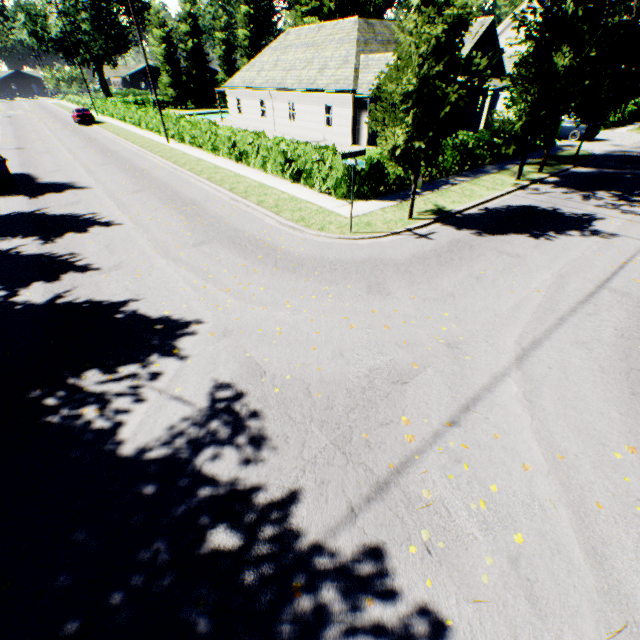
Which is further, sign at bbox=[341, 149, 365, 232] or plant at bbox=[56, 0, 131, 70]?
A: plant at bbox=[56, 0, 131, 70]

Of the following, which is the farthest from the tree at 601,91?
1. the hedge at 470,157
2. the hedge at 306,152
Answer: the hedge at 306,152

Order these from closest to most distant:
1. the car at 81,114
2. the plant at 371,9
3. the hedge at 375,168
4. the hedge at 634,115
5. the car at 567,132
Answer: the hedge at 375,168 → the car at 567,132 → the hedge at 634,115 → the car at 81,114 → the plant at 371,9

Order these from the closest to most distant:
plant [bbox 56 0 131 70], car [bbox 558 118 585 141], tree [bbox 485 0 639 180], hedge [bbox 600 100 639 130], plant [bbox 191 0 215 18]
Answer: tree [bbox 485 0 639 180] → car [bbox 558 118 585 141] → hedge [bbox 600 100 639 130] → plant [bbox 56 0 131 70] → plant [bbox 191 0 215 18]

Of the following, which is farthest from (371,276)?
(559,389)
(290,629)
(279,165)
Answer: (279,165)

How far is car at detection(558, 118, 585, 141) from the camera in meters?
23.3

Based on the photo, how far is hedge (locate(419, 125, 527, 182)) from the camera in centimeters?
1546cm

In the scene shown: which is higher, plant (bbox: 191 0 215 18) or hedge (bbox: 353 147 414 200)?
plant (bbox: 191 0 215 18)
